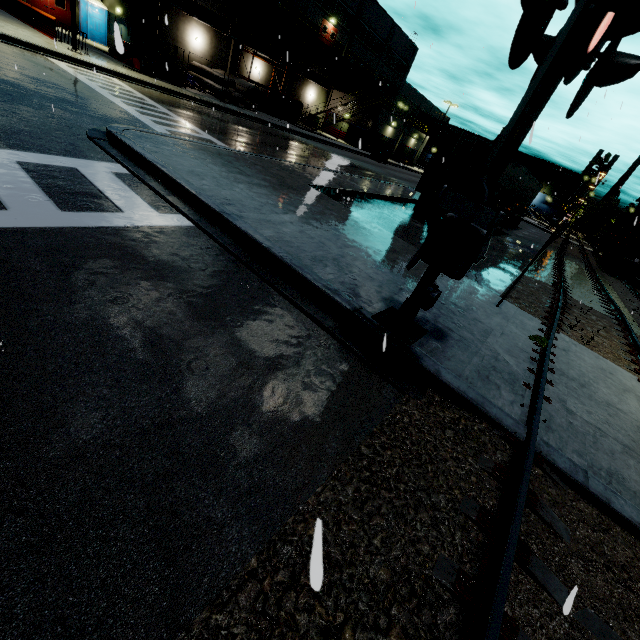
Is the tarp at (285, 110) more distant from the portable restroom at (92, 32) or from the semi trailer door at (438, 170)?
the semi trailer door at (438, 170)

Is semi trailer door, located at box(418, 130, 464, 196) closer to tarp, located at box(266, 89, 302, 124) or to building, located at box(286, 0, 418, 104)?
building, located at box(286, 0, 418, 104)

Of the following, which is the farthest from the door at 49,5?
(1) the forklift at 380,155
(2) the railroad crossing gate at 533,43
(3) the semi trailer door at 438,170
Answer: (2) the railroad crossing gate at 533,43

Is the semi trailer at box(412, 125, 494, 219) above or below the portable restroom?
below

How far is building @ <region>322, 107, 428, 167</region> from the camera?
40.31m

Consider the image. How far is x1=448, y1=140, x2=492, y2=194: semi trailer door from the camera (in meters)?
13.44

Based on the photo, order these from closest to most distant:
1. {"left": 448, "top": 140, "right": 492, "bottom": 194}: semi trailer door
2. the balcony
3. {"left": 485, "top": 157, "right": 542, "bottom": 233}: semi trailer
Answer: {"left": 448, "top": 140, "right": 492, "bottom": 194}: semi trailer door < {"left": 485, "top": 157, "right": 542, "bottom": 233}: semi trailer < the balcony

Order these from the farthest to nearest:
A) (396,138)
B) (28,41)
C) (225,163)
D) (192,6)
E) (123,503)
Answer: (396,138) → (192,6) → (28,41) → (225,163) → (123,503)
